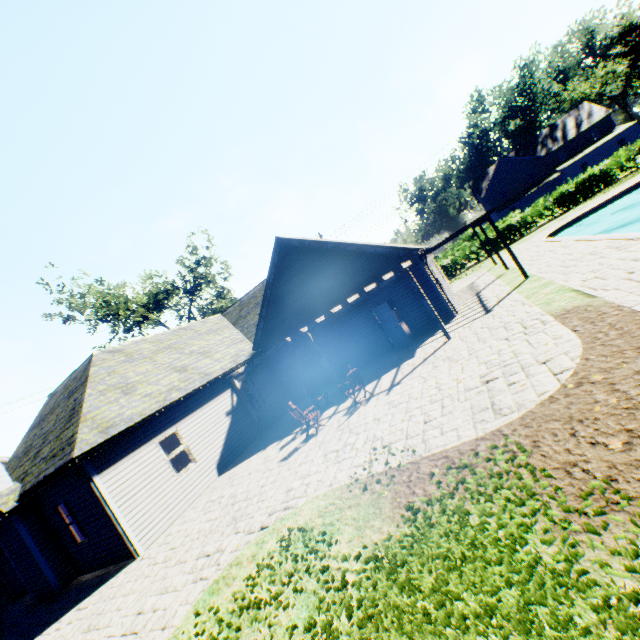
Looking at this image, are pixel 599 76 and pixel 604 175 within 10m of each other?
no

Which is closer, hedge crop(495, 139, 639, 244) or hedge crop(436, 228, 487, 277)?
hedge crop(495, 139, 639, 244)

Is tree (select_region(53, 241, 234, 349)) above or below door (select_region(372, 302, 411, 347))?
above

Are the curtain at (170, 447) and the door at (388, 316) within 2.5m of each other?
no

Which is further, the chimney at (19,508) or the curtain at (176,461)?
the curtain at (176,461)

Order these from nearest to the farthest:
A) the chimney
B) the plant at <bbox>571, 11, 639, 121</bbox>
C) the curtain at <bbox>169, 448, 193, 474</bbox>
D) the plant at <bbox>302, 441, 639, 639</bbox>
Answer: the plant at <bbox>302, 441, 639, 639</bbox> < the chimney < the curtain at <bbox>169, 448, 193, 474</bbox> < the plant at <bbox>571, 11, 639, 121</bbox>

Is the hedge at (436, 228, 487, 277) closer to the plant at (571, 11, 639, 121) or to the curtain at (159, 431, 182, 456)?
the plant at (571, 11, 639, 121)
